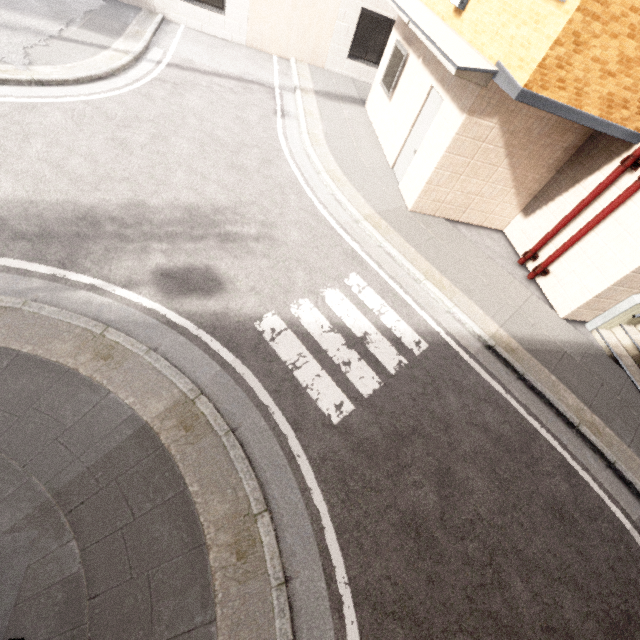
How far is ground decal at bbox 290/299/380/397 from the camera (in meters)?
4.80

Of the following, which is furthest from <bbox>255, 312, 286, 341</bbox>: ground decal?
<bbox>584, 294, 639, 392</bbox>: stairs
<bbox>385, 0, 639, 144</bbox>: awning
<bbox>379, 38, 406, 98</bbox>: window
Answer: <bbox>379, 38, 406, 98</bbox>: window

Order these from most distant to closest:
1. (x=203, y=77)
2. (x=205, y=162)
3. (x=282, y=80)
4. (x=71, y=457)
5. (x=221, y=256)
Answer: (x=282, y=80), (x=203, y=77), (x=205, y=162), (x=221, y=256), (x=71, y=457)

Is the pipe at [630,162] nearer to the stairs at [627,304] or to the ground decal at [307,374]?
the stairs at [627,304]

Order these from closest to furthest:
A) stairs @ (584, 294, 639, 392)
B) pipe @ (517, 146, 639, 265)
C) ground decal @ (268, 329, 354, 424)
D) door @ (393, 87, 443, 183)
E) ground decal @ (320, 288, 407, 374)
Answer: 1. ground decal @ (268, 329, 354, 424)
2. ground decal @ (320, 288, 407, 374)
3. pipe @ (517, 146, 639, 265)
4. stairs @ (584, 294, 639, 392)
5. door @ (393, 87, 443, 183)

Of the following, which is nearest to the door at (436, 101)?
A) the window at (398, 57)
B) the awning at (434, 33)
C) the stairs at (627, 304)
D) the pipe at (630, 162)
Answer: the awning at (434, 33)

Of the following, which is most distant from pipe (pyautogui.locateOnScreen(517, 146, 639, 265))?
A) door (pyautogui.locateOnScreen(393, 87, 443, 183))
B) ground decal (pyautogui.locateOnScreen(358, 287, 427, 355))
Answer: ground decal (pyautogui.locateOnScreen(358, 287, 427, 355))

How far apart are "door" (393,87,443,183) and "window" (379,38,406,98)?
1.85m
